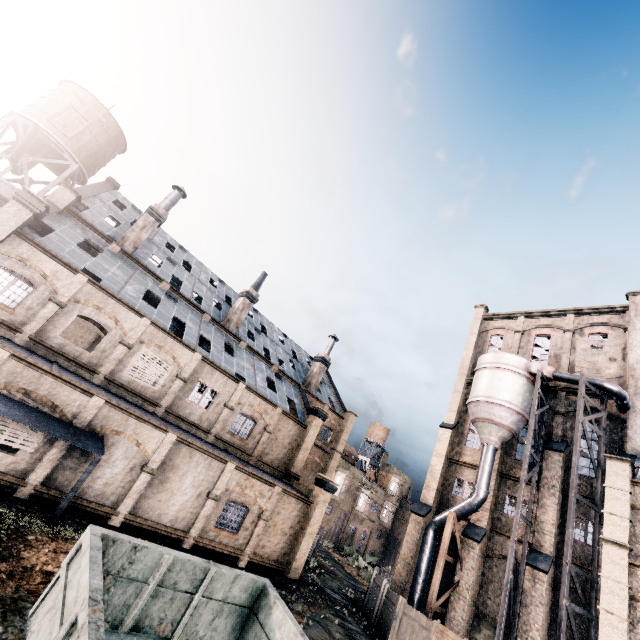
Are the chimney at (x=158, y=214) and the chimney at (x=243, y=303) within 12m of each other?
yes

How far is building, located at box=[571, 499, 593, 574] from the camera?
22.3 meters

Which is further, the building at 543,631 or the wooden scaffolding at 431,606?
the wooden scaffolding at 431,606

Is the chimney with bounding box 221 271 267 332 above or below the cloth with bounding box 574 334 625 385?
below

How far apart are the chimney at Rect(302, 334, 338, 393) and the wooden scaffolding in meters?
18.2

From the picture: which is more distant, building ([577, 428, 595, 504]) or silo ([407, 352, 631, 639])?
building ([577, 428, 595, 504])

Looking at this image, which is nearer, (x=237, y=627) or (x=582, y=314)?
(x=237, y=627)
